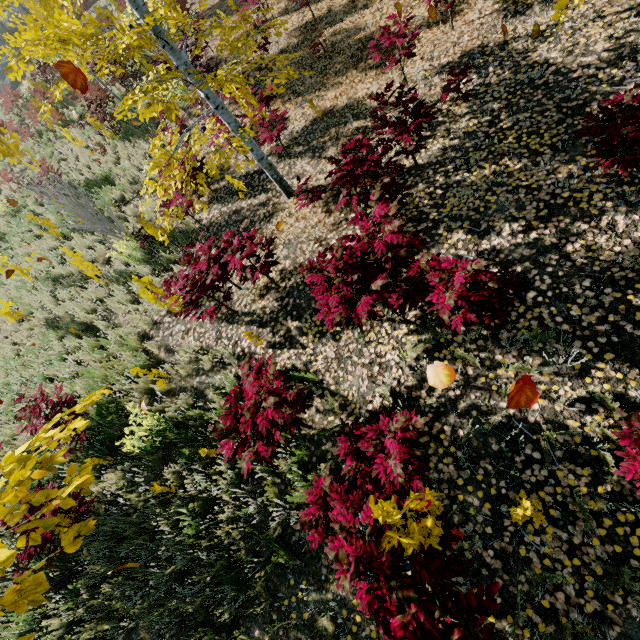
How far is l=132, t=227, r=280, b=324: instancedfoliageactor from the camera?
4.7 meters

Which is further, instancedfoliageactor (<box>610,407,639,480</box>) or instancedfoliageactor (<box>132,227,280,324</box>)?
instancedfoliageactor (<box>132,227,280,324</box>)

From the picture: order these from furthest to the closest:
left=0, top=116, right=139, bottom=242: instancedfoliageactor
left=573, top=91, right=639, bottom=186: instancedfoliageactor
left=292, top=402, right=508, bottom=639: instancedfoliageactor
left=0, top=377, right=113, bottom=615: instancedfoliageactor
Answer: left=0, top=116, right=139, bottom=242: instancedfoliageactor → left=573, top=91, right=639, bottom=186: instancedfoliageactor → left=292, top=402, right=508, bottom=639: instancedfoliageactor → left=0, top=377, right=113, bottom=615: instancedfoliageactor

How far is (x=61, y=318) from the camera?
8.7m

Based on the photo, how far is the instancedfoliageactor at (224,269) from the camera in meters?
4.7 m

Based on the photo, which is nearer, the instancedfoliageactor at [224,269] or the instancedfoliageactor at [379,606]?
the instancedfoliageactor at [379,606]
